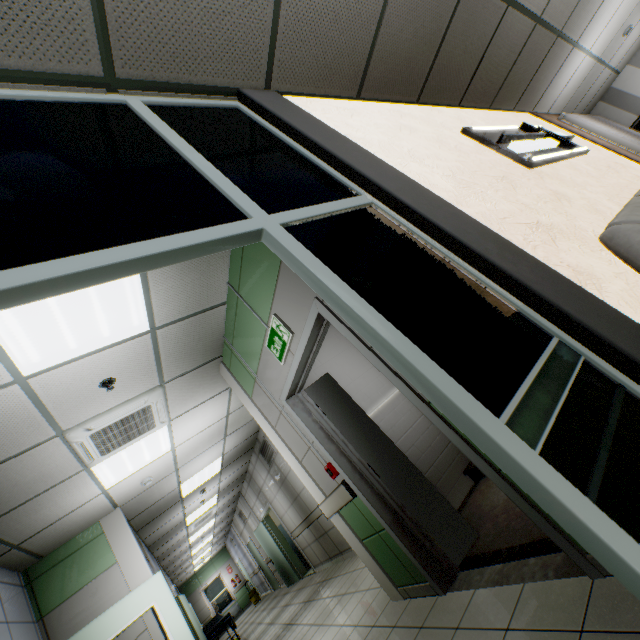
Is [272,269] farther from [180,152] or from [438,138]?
[438,138]

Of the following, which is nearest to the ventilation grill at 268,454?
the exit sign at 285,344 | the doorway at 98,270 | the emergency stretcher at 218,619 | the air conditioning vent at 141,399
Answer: the air conditioning vent at 141,399

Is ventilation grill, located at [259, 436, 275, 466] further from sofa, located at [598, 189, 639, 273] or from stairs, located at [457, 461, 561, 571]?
sofa, located at [598, 189, 639, 273]

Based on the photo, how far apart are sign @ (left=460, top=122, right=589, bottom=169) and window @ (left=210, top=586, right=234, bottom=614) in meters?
24.1 m

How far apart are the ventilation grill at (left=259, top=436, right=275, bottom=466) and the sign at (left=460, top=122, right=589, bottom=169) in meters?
7.1

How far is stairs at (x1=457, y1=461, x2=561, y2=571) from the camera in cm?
221

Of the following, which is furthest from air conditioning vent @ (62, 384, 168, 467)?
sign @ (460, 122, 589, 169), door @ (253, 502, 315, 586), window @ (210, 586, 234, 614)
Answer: window @ (210, 586, 234, 614)

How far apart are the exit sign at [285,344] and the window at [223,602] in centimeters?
2217cm
